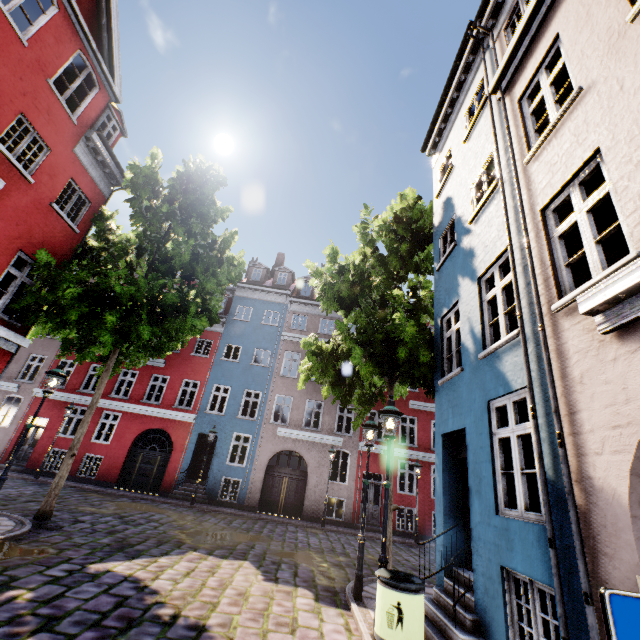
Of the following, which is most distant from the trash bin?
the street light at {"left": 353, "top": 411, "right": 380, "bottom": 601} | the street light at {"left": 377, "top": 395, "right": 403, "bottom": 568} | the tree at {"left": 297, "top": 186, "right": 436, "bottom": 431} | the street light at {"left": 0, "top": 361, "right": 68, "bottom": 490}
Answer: the street light at {"left": 0, "top": 361, "right": 68, "bottom": 490}

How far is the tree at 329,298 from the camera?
8.8 meters

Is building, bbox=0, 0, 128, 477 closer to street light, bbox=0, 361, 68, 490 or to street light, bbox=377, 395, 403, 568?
street light, bbox=377, 395, 403, 568

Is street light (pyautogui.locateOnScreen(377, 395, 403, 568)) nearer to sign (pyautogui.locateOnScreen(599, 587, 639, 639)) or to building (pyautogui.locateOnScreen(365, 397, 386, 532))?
building (pyautogui.locateOnScreen(365, 397, 386, 532))

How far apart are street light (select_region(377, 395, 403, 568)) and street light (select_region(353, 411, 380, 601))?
1.52m

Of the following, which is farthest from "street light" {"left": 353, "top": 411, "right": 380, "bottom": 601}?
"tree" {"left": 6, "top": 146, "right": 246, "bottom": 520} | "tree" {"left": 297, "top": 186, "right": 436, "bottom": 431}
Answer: "tree" {"left": 6, "top": 146, "right": 246, "bottom": 520}

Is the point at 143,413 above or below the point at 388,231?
below

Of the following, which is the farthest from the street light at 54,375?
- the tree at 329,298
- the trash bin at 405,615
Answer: the trash bin at 405,615
